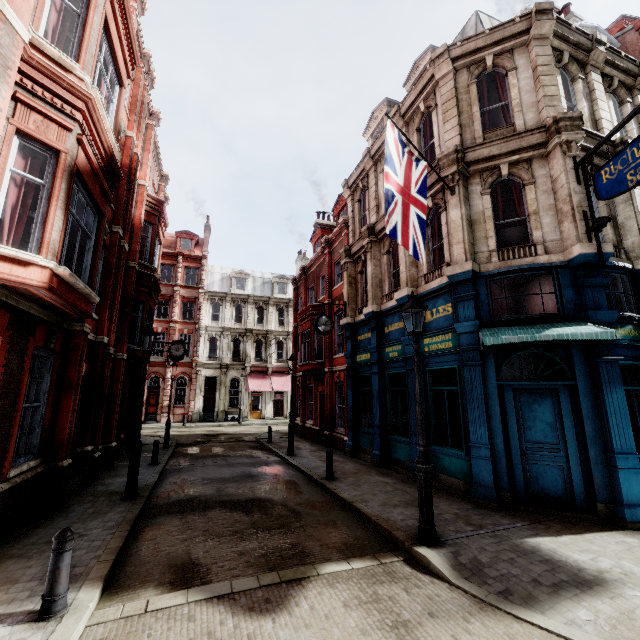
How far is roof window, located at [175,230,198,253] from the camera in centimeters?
3756cm

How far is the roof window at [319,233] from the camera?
24.0m

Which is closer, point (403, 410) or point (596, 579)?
point (596, 579)

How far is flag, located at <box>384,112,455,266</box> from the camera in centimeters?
722cm

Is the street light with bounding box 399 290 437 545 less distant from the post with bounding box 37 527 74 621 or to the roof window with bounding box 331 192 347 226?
the post with bounding box 37 527 74 621

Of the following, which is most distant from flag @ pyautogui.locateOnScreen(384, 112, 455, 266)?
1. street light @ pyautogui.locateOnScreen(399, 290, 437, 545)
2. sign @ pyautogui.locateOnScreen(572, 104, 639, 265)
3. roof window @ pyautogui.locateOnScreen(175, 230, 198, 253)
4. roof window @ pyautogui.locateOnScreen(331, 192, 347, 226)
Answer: roof window @ pyautogui.locateOnScreen(175, 230, 198, 253)

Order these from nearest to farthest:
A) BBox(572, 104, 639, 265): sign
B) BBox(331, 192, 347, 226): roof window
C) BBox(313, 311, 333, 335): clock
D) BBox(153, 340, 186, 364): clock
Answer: BBox(572, 104, 639, 265): sign
BBox(313, 311, 333, 335): clock
BBox(331, 192, 347, 226): roof window
BBox(153, 340, 186, 364): clock

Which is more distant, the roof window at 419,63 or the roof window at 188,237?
the roof window at 188,237
